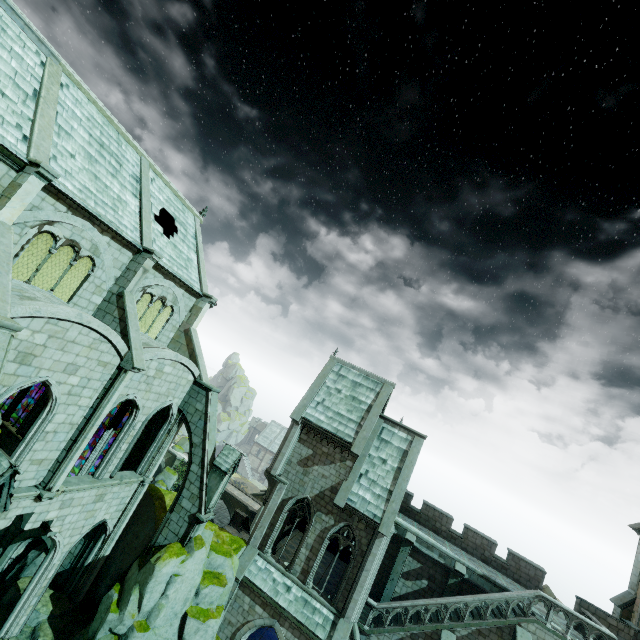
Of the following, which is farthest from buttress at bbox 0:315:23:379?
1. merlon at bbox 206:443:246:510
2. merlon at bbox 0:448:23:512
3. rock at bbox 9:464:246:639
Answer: merlon at bbox 206:443:246:510

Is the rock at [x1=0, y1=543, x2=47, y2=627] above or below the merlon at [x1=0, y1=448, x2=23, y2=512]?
below

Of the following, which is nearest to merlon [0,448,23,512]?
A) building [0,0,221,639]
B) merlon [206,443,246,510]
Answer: building [0,0,221,639]

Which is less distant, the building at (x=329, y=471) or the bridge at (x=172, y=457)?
the building at (x=329, y=471)

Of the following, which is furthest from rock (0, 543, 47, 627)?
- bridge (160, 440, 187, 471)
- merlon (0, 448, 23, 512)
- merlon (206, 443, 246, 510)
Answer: bridge (160, 440, 187, 471)

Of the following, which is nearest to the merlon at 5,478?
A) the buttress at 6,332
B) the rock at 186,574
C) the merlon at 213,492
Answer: the buttress at 6,332

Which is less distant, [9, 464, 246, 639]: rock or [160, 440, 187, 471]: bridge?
[9, 464, 246, 639]: rock

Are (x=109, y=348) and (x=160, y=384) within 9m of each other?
yes
